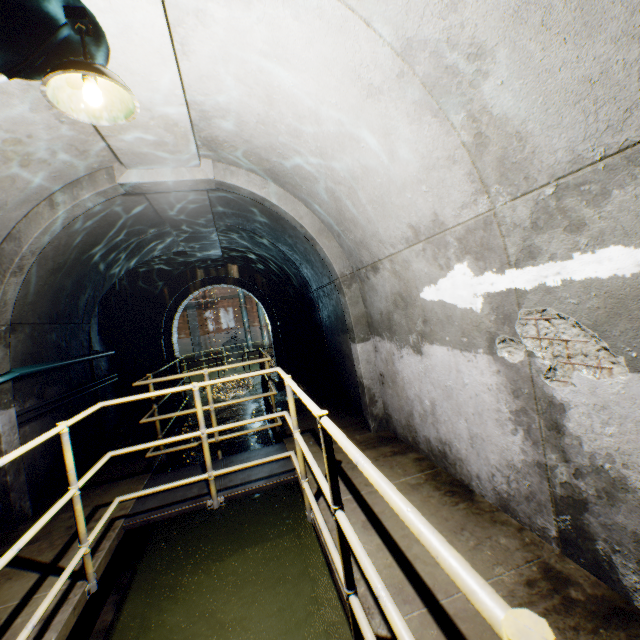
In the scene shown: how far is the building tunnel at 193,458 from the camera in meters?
6.6

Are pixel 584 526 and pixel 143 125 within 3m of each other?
no

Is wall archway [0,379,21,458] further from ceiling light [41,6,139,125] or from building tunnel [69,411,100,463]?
ceiling light [41,6,139,125]

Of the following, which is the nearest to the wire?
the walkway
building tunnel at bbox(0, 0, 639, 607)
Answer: building tunnel at bbox(0, 0, 639, 607)

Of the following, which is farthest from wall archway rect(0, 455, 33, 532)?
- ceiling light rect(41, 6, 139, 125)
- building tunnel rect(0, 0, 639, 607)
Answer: ceiling light rect(41, 6, 139, 125)

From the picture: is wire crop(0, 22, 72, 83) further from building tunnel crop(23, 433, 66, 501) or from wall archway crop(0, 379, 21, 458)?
wall archway crop(0, 379, 21, 458)

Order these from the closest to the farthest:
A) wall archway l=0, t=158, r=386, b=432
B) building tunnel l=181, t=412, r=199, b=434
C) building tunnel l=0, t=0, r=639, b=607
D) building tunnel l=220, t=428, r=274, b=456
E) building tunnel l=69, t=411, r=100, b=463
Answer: building tunnel l=0, t=0, r=639, b=607 → wall archway l=0, t=158, r=386, b=432 → building tunnel l=69, t=411, r=100, b=463 → building tunnel l=220, t=428, r=274, b=456 → building tunnel l=181, t=412, r=199, b=434
